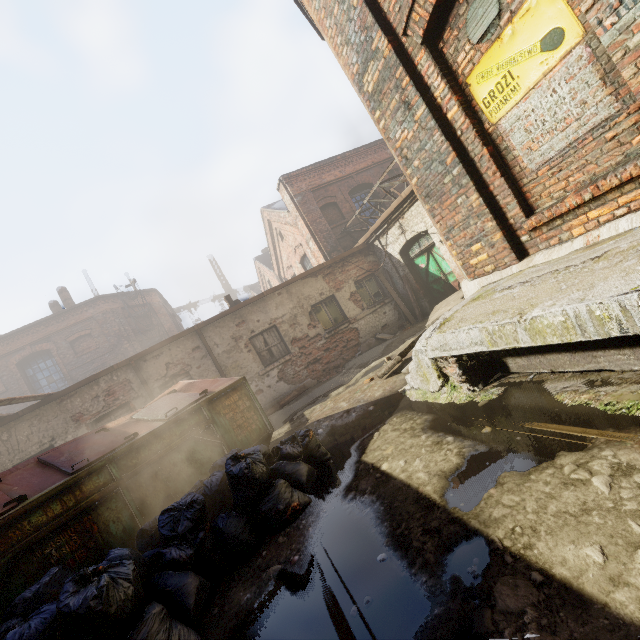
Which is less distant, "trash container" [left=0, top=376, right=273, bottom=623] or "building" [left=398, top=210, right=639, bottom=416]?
"building" [left=398, top=210, right=639, bottom=416]

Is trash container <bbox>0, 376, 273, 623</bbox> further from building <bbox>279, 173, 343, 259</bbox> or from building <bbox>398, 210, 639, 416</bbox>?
building <bbox>279, 173, 343, 259</bbox>

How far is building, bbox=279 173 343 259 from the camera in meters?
14.2

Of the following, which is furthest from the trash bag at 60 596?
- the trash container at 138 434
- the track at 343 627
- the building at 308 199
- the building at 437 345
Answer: the building at 308 199

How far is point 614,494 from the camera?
1.6 meters

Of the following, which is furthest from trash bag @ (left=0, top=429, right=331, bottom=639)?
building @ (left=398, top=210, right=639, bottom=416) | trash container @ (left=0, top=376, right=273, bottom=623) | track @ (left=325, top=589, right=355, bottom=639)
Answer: building @ (left=398, top=210, right=639, bottom=416)

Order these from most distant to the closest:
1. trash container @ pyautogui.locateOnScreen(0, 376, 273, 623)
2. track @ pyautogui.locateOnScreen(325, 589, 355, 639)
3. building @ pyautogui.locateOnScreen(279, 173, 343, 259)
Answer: building @ pyautogui.locateOnScreen(279, 173, 343, 259), trash container @ pyautogui.locateOnScreen(0, 376, 273, 623), track @ pyautogui.locateOnScreen(325, 589, 355, 639)

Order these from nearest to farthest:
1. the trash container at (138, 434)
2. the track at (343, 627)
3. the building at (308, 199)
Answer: the track at (343, 627)
the trash container at (138, 434)
the building at (308, 199)
